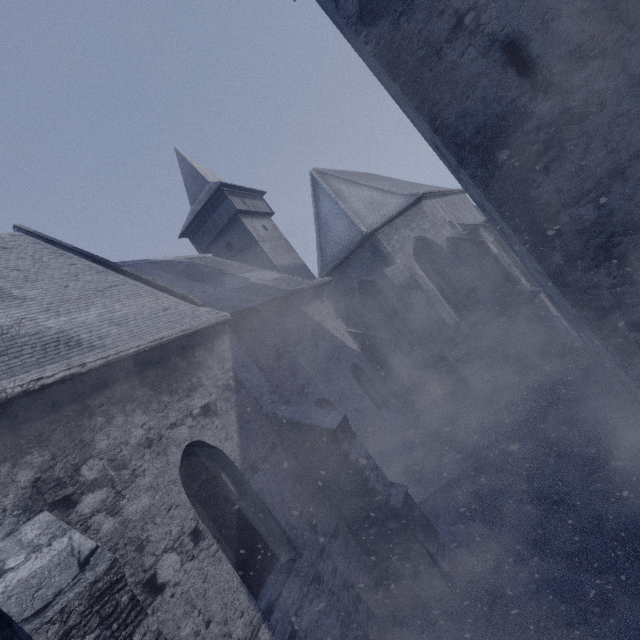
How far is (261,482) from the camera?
5.86m
